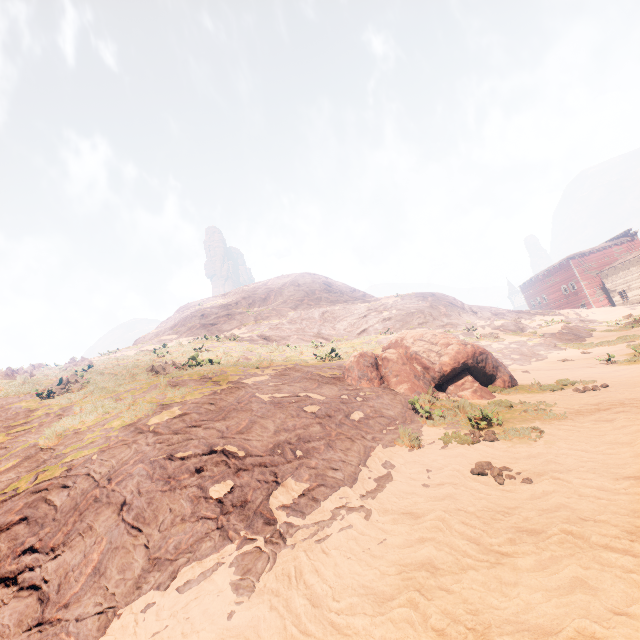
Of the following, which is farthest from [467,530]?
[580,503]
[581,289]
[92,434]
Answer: [581,289]

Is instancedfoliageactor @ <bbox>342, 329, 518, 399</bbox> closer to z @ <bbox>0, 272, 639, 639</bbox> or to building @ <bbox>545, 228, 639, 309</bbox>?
z @ <bbox>0, 272, 639, 639</bbox>

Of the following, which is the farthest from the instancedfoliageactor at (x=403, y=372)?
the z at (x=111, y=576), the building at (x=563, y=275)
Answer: the building at (x=563, y=275)

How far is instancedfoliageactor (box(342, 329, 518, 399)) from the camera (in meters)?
9.73

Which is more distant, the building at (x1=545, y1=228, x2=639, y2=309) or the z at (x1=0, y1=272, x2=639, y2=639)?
the building at (x1=545, y1=228, x2=639, y2=309)

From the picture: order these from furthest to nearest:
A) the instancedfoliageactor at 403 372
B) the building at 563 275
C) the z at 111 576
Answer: the building at 563 275, the instancedfoliageactor at 403 372, the z at 111 576

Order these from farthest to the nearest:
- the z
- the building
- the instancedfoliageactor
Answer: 1. the building
2. the instancedfoliageactor
3. the z
